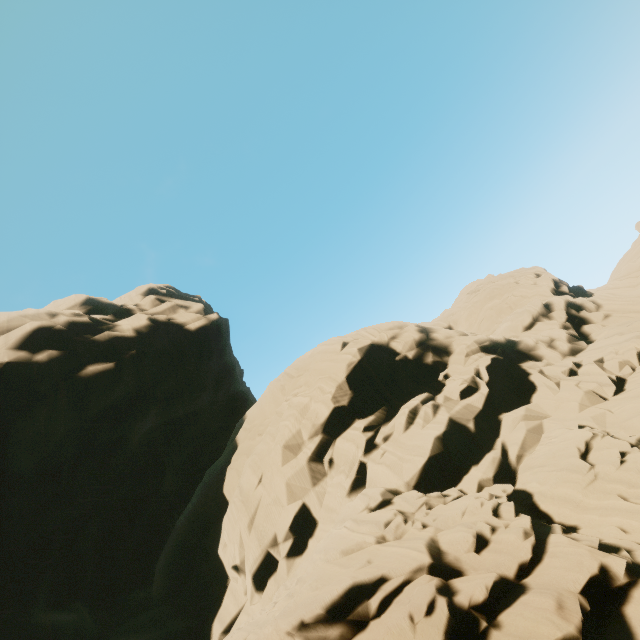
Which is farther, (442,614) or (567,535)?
(567,535)
